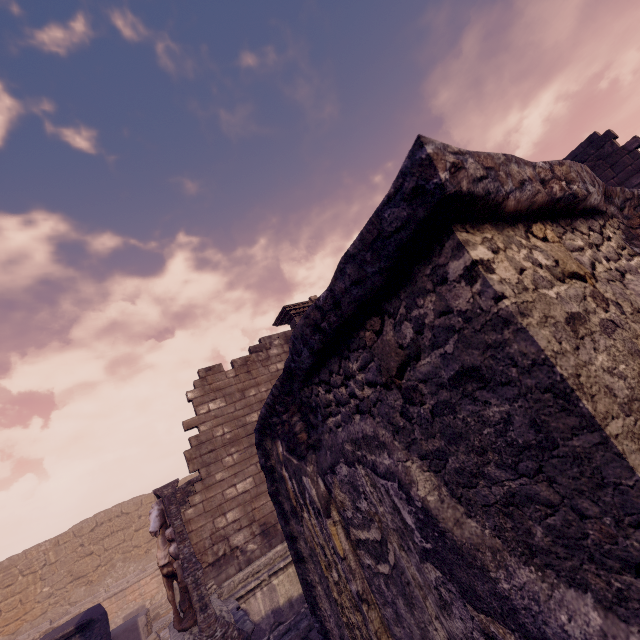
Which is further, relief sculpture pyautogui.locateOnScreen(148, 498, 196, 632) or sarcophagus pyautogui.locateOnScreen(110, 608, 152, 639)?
sarcophagus pyautogui.locateOnScreen(110, 608, 152, 639)

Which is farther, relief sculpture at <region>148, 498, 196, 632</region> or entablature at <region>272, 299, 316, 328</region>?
entablature at <region>272, 299, 316, 328</region>

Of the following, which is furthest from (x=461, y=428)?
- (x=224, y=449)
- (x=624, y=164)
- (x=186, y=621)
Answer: (x=624, y=164)

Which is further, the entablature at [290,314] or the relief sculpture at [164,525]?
the entablature at [290,314]

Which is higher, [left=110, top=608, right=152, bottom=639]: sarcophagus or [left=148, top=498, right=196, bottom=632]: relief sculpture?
[left=148, top=498, right=196, bottom=632]: relief sculpture

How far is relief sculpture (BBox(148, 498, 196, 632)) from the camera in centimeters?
525cm

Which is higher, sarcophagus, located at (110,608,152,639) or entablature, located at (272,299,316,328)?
entablature, located at (272,299,316,328)

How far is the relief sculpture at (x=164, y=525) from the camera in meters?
5.2
